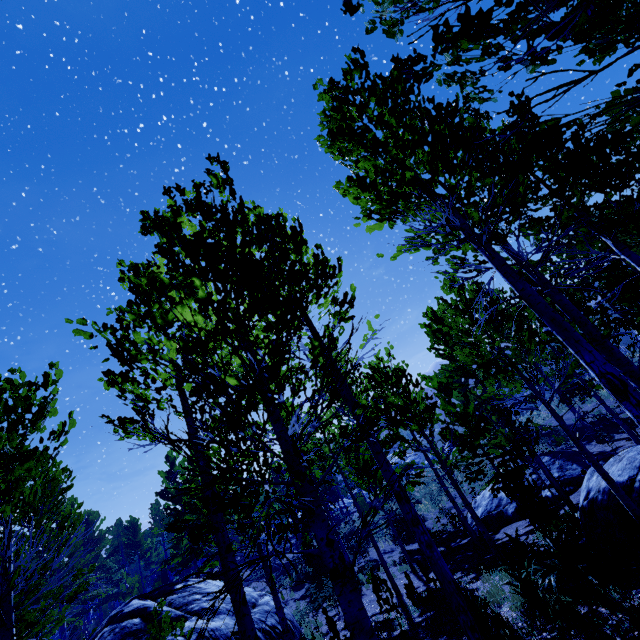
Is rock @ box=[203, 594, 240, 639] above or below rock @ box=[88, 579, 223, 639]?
below

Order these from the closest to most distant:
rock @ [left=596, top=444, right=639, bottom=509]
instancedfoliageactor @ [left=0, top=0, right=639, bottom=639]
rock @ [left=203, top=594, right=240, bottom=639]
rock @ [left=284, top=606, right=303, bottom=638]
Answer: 1. instancedfoliageactor @ [left=0, top=0, right=639, bottom=639]
2. rock @ [left=596, top=444, right=639, bottom=509]
3. rock @ [left=203, top=594, right=240, bottom=639]
4. rock @ [left=284, top=606, right=303, bottom=638]

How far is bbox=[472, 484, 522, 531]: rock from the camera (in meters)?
15.60

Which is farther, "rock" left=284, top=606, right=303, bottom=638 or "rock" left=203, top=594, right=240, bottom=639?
"rock" left=284, top=606, right=303, bottom=638

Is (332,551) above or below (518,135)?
below

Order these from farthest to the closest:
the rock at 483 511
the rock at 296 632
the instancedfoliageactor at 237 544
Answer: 1. the rock at 483 511
2. the rock at 296 632
3. the instancedfoliageactor at 237 544

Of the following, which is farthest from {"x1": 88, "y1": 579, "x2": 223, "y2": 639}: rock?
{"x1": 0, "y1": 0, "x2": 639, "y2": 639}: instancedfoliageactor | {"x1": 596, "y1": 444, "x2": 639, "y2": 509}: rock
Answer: {"x1": 596, "y1": 444, "x2": 639, "y2": 509}: rock

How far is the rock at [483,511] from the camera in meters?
15.6
